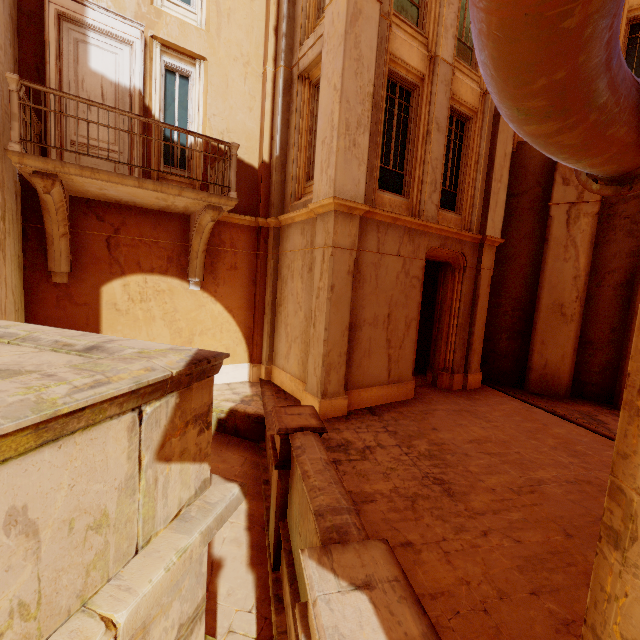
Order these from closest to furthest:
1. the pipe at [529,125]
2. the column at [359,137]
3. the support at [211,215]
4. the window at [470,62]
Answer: the pipe at [529,125] < the column at [359,137] < the support at [211,215] < the window at [470,62]

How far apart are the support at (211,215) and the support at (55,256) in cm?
232

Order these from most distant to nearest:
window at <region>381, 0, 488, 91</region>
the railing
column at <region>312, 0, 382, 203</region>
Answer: window at <region>381, 0, 488, 91</region> < column at <region>312, 0, 382, 203</region> < the railing

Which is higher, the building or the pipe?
the pipe

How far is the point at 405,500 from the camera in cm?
441

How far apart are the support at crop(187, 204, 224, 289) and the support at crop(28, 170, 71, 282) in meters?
2.3

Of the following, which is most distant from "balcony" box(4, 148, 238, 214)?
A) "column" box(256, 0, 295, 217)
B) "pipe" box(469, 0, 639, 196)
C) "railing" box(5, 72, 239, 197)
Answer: "pipe" box(469, 0, 639, 196)

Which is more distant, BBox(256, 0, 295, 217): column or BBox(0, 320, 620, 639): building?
BBox(256, 0, 295, 217): column
